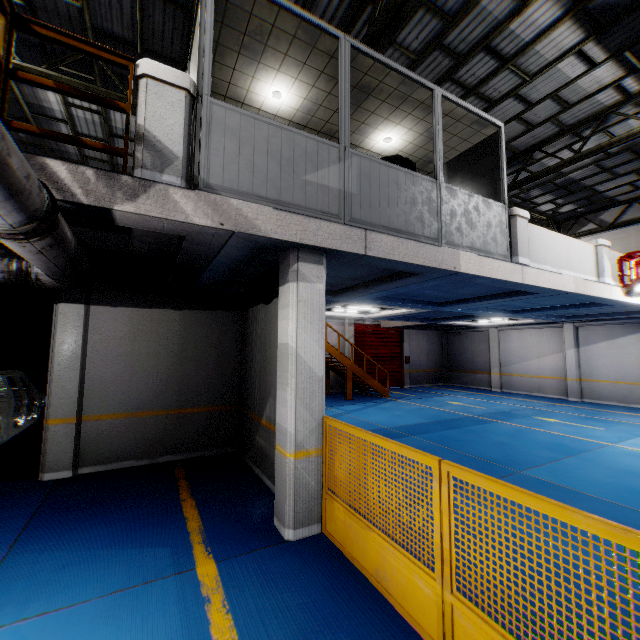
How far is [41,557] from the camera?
3.7 meters

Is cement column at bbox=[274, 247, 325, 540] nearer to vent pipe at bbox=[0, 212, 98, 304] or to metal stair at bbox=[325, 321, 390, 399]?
vent pipe at bbox=[0, 212, 98, 304]

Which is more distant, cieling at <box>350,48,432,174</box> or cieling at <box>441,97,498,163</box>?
cieling at <box>441,97,498,163</box>

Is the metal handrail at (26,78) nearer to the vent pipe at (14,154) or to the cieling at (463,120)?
the vent pipe at (14,154)

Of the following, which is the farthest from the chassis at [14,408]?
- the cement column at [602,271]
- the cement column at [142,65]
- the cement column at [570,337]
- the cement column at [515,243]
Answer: the cement column at [570,337]

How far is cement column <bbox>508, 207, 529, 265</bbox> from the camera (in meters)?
6.57

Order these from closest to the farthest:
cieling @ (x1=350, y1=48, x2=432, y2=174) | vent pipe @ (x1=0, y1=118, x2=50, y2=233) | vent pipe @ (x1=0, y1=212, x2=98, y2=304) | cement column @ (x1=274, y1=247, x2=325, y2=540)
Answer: vent pipe @ (x1=0, y1=118, x2=50, y2=233), vent pipe @ (x1=0, y1=212, x2=98, y2=304), cement column @ (x1=274, y1=247, x2=325, y2=540), cieling @ (x1=350, y1=48, x2=432, y2=174)

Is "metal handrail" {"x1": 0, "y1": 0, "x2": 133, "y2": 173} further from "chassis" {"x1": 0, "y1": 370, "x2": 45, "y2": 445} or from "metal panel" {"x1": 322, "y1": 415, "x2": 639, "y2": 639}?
"chassis" {"x1": 0, "y1": 370, "x2": 45, "y2": 445}
